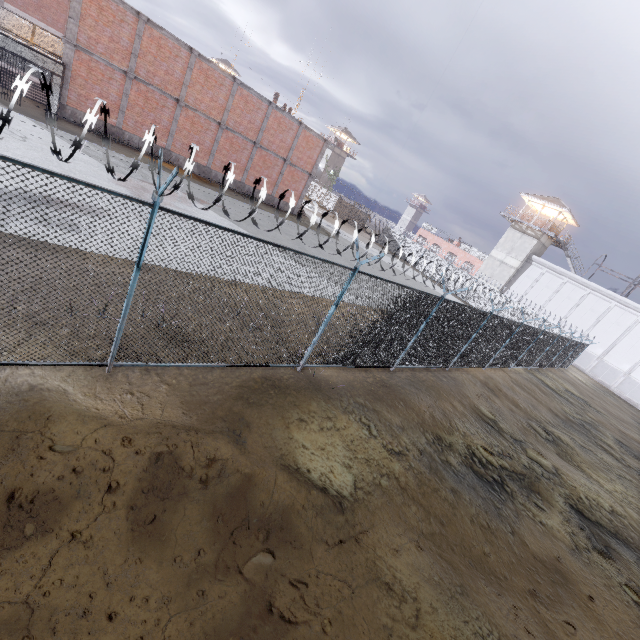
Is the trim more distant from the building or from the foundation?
the building

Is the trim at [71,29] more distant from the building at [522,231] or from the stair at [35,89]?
the building at [522,231]

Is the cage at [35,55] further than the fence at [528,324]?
Yes

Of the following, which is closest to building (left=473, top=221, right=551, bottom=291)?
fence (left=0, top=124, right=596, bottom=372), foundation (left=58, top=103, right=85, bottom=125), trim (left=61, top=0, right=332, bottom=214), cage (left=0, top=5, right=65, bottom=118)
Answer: fence (left=0, top=124, right=596, bottom=372)

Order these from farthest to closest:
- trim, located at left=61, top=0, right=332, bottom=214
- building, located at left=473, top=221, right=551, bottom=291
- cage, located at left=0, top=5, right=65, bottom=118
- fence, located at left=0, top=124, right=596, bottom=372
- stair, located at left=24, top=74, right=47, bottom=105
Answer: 1. building, located at left=473, top=221, right=551, bottom=291
2. stair, located at left=24, top=74, right=47, bottom=105
3. trim, located at left=61, top=0, right=332, bottom=214
4. cage, located at left=0, top=5, right=65, bottom=118
5. fence, located at left=0, top=124, right=596, bottom=372

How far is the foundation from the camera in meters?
18.9 m

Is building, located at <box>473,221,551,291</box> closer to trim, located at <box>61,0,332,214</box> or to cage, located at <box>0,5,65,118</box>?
trim, located at <box>61,0,332,214</box>

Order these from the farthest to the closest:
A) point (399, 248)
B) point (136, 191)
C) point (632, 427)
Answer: point (632, 427)
point (136, 191)
point (399, 248)
